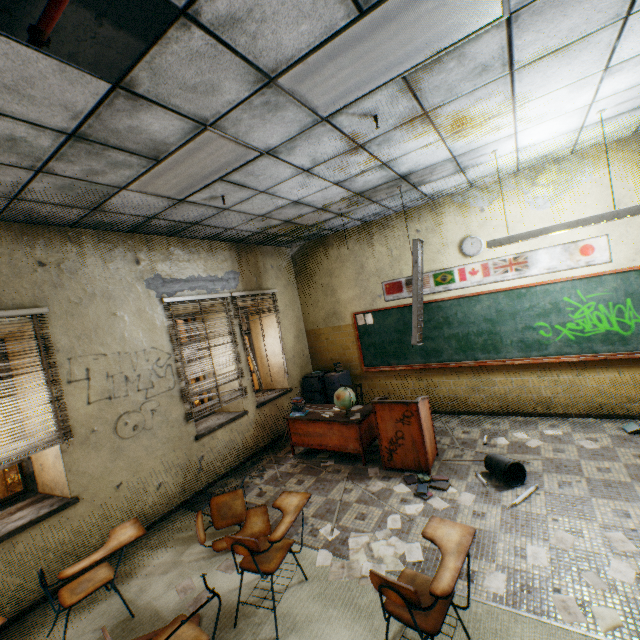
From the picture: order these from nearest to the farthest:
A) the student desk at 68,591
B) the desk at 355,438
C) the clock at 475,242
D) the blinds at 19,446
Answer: the student desk at 68,591 → the blinds at 19,446 → the desk at 355,438 → the clock at 475,242

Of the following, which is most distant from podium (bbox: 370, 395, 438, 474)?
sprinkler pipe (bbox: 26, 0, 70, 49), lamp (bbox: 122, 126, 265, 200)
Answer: sprinkler pipe (bbox: 26, 0, 70, 49)

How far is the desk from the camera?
4.88m

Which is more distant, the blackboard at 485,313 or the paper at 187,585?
the blackboard at 485,313

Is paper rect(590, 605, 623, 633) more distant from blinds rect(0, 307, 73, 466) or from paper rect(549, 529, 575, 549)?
blinds rect(0, 307, 73, 466)

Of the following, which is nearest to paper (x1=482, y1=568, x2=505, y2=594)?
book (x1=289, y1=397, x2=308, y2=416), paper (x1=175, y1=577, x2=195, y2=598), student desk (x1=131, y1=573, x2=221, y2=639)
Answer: student desk (x1=131, y1=573, x2=221, y2=639)

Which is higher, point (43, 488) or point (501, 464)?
point (43, 488)

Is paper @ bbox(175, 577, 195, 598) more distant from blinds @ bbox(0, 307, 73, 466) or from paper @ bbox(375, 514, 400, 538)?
blinds @ bbox(0, 307, 73, 466)
